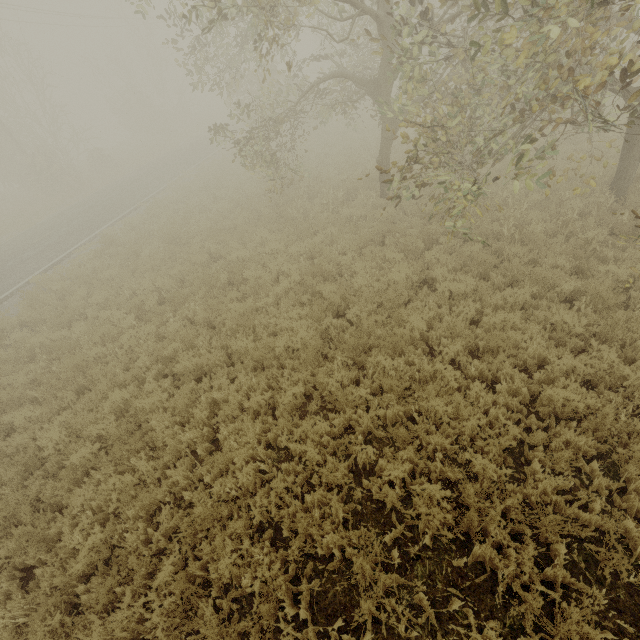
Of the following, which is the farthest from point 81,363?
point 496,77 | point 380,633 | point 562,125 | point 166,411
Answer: point 562,125

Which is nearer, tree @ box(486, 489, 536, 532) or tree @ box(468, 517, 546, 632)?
tree @ box(468, 517, 546, 632)

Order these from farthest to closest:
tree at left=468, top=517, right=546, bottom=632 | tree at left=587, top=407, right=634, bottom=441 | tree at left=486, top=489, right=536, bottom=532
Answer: tree at left=587, top=407, right=634, bottom=441 < tree at left=486, top=489, right=536, bottom=532 < tree at left=468, top=517, right=546, bottom=632

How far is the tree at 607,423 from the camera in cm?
448

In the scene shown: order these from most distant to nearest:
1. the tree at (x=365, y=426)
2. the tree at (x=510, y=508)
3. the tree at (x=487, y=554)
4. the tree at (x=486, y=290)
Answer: the tree at (x=486, y=290), the tree at (x=365, y=426), the tree at (x=510, y=508), the tree at (x=487, y=554)
